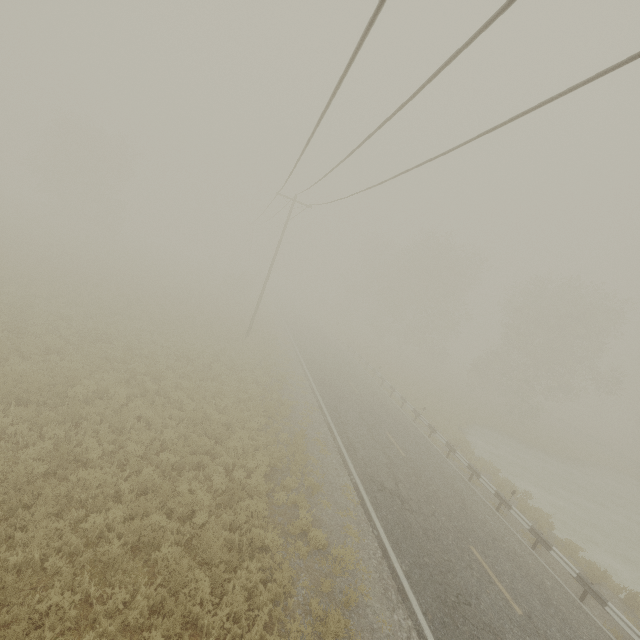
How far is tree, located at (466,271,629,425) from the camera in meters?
31.5

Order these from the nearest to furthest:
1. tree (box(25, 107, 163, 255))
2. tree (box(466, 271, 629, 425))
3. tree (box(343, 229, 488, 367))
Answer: tree (box(466, 271, 629, 425)) < tree (box(25, 107, 163, 255)) < tree (box(343, 229, 488, 367))

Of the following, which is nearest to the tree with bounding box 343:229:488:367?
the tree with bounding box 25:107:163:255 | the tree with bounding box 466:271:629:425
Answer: the tree with bounding box 466:271:629:425

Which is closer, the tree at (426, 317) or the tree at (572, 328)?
the tree at (572, 328)

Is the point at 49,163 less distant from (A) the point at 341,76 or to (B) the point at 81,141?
(B) the point at 81,141

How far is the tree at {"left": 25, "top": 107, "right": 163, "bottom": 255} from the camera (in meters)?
40.41

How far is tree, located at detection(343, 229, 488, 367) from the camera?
41.8m

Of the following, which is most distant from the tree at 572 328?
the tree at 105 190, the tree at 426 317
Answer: the tree at 105 190
